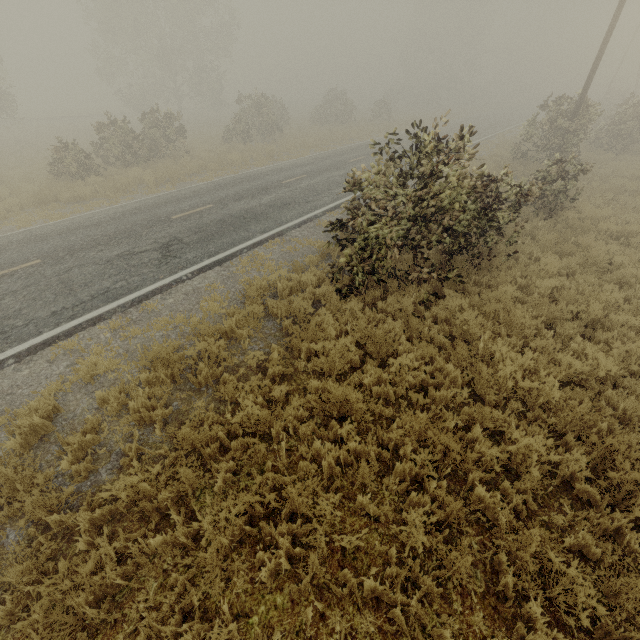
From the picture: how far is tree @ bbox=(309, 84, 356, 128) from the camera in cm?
3384

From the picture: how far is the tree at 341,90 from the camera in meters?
33.8 m

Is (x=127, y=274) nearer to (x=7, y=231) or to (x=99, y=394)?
(x=99, y=394)
